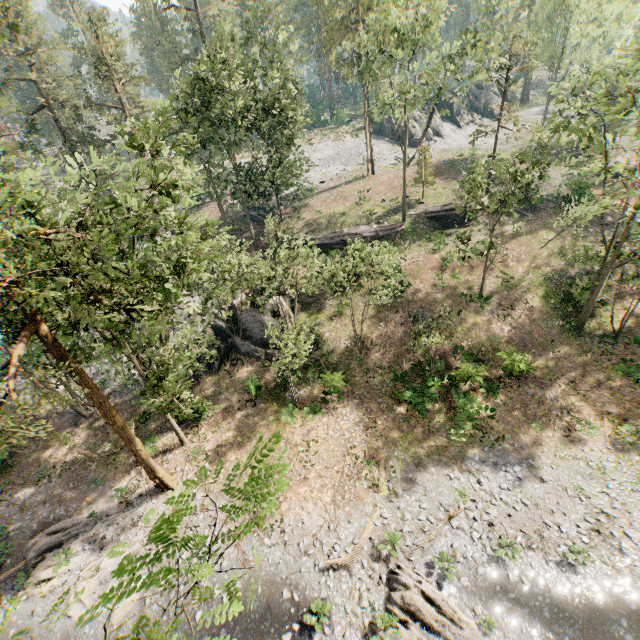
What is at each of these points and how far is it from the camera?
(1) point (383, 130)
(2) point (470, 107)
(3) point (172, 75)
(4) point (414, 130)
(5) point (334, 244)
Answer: (1) rock, 54.88m
(2) rock, 59.03m
(3) foliage, 59.00m
(4) rock, 51.84m
(5) ground embankment, 35.09m

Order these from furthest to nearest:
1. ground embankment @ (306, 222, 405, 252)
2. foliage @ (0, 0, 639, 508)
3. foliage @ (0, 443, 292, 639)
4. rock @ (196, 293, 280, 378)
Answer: ground embankment @ (306, 222, 405, 252) < rock @ (196, 293, 280, 378) < foliage @ (0, 0, 639, 508) < foliage @ (0, 443, 292, 639)

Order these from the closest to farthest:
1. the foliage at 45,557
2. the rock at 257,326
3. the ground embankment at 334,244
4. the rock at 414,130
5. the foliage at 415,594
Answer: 1. the foliage at 45,557
2. the foliage at 415,594
3. the rock at 257,326
4. the ground embankment at 334,244
5. the rock at 414,130

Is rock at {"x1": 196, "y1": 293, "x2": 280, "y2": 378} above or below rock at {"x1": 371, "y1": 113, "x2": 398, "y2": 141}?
below

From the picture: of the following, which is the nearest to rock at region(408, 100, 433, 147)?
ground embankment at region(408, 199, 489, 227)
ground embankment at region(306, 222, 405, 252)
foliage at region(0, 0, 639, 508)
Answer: foliage at region(0, 0, 639, 508)

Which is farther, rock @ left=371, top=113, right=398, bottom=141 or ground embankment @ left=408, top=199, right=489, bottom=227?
rock @ left=371, top=113, right=398, bottom=141

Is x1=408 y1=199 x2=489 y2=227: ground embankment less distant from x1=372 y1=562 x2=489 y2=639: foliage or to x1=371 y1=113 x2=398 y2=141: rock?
x1=372 y1=562 x2=489 y2=639: foliage

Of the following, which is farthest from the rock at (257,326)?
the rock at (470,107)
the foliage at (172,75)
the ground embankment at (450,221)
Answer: the rock at (470,107)
